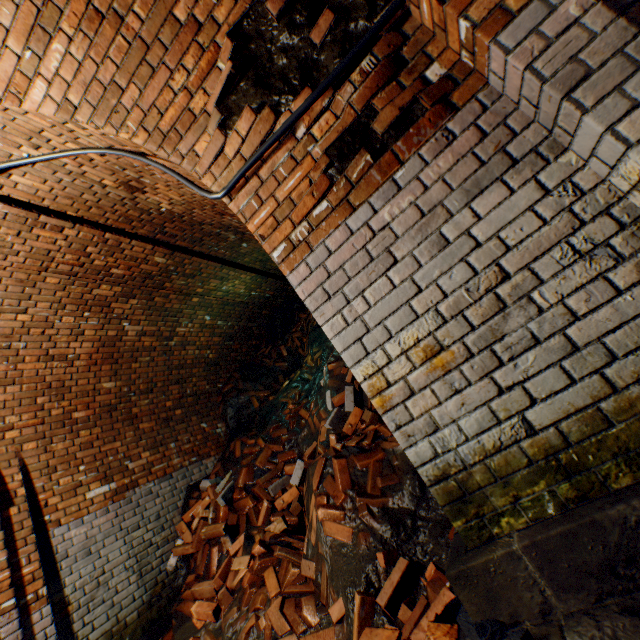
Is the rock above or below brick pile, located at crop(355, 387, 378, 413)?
below

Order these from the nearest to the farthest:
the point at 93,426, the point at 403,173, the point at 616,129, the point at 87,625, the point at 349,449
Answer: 1. the point at 616,129
2. the point at 403,173
3. the point at 349,449
4. the point at 87,625
5. the point at 93,426

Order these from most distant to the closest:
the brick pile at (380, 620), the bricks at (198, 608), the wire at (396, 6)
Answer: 1. the bricks at (198, 608)
2. the brick pile at (380, 620)
3. the wire at (396, 6)

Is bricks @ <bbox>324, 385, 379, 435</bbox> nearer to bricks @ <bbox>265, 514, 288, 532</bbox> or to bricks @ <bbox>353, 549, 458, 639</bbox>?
bricks @ <bbox>265, 514, 288, 532</bbox>

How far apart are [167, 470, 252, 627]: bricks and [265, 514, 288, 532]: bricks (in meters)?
0.20

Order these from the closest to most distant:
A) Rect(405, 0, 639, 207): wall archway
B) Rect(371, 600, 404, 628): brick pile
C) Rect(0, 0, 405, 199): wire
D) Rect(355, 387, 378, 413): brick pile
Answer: Rect(405, 0, 639, 207): wall archway < Rect(0, 0, 405, 199): wire < Rect(371, 600, 404, 628): brick pile < Rect(355, 387, 378, 413): brick pile

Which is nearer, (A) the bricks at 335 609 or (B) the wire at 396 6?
(B) the wire at 396 6

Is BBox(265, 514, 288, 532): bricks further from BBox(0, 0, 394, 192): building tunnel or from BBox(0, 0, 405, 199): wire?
BBox(0, 0, 405, 199): wire
